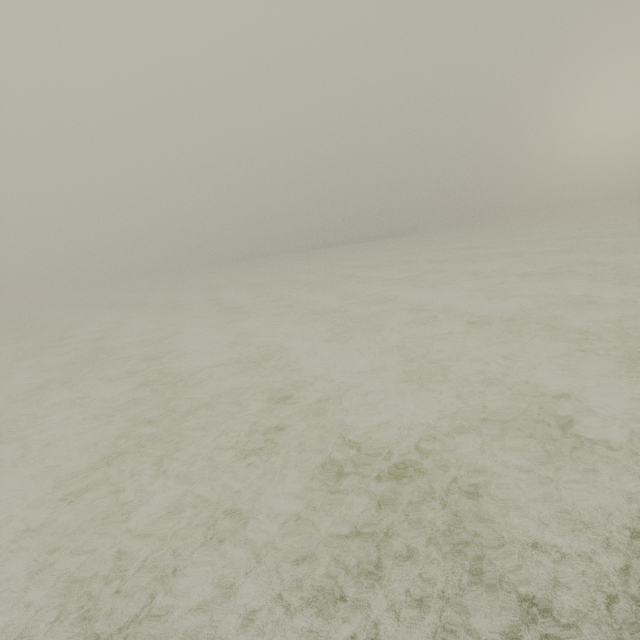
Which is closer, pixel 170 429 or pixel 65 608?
pixel 65 608
